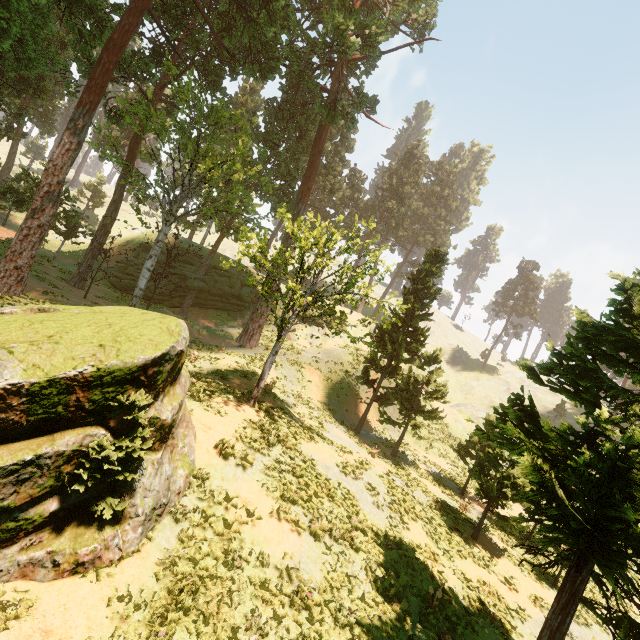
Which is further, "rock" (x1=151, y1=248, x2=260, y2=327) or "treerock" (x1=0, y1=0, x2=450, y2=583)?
"rock" (x1=151, y1=248, x2=260, y2=327)

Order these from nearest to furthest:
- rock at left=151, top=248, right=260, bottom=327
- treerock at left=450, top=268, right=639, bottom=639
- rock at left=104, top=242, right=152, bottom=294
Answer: treerock at left=450, top=268, right=639, bottom=639
rock at left=104, top=242, right=152, bottom=294
rock at left=151, top=248, right=260, bottom=327

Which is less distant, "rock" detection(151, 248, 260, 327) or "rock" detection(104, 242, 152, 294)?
"rock" detection(104, 242, 152, 294)

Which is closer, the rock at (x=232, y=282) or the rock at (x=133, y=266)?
the rock at (x=133, y=266)

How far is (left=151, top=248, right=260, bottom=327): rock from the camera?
34.97m

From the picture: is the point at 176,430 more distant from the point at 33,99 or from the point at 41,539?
the point at 33,99

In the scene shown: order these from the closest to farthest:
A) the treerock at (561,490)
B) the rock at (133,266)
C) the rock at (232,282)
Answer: the treerock at (561,490), the rock at (133,266), the rock at (232,282)
